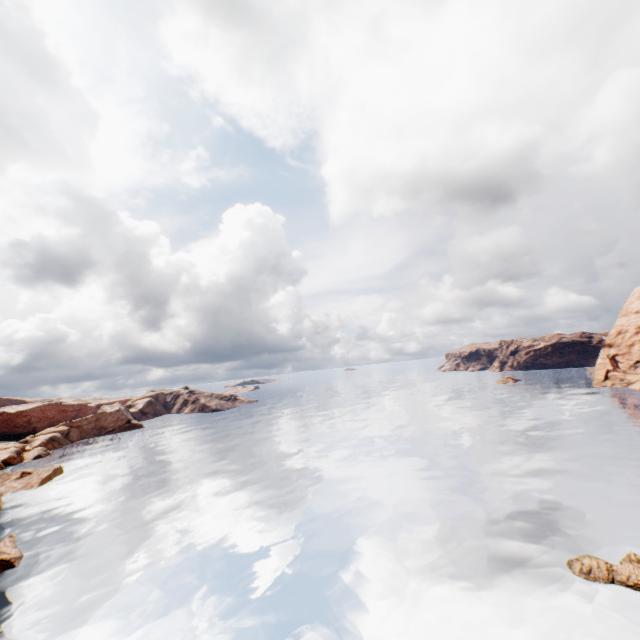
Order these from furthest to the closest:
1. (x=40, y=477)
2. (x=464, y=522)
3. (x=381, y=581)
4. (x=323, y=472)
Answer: (x=40, y=477) → (x=323, y=472) → (x=464, y=522) → (x=381, y=581)

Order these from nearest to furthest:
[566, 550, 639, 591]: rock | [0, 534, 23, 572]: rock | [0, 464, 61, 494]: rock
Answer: [566, 550, 639, 591]: rock, [0, 534, 23, 572]: rock, [0, 464, 61, 494]: rock

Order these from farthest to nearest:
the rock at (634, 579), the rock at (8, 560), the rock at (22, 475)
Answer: the rock at (22, 475), the rock at (8, 560), the rock at (634, 579)

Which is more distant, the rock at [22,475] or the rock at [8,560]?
the rock at [22,475]

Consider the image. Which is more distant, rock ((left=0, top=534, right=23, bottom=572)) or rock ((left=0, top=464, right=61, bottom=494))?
rock ((left=0, top=464, right=61, bottom=494))

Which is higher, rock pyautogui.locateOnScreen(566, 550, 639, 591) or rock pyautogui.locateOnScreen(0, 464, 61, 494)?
rock pyautogui.locateOnScreen(0, 464, 61, 494)
